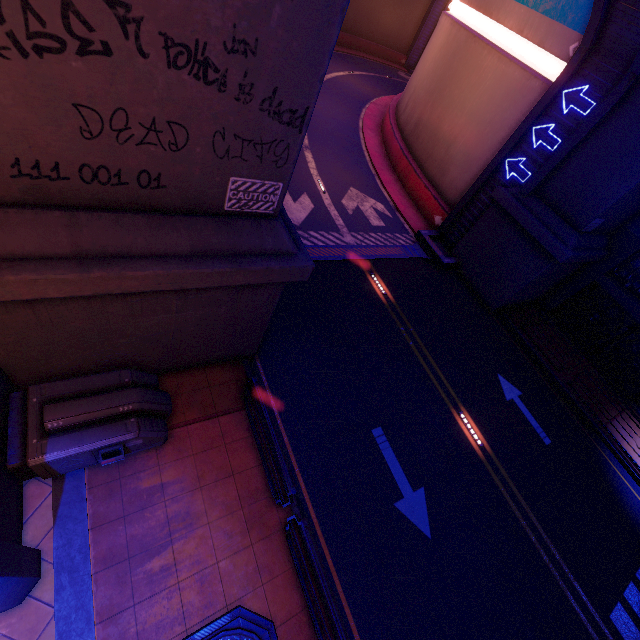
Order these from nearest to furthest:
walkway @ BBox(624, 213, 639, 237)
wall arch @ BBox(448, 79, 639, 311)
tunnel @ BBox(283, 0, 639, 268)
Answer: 1. wall arch @ BBox(448, 79, 639, 311)
2. tunnel @ BBox(283, 0, 639, 268)
3. walkway @ BBox(624, 213, 639, 237)

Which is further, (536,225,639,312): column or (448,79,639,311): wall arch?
(536,225,639,312): column

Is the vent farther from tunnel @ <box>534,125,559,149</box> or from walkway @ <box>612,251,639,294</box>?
tunnel @ <box>534,125,559,149</box>

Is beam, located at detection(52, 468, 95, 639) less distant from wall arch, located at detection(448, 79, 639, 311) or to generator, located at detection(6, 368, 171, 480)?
generator, located at detection(6, 368, 171, 480)

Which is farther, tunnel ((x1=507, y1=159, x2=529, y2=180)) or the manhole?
tunnel ((x1=507, y1=159, x2=529, y2=180))

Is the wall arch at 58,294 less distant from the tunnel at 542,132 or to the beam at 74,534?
the tunnel at 542,132

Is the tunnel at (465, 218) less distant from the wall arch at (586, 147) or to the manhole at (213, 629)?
the wall arch at (586, 147)

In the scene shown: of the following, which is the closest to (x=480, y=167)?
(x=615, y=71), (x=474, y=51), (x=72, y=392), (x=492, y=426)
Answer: (x=615, y=71)
